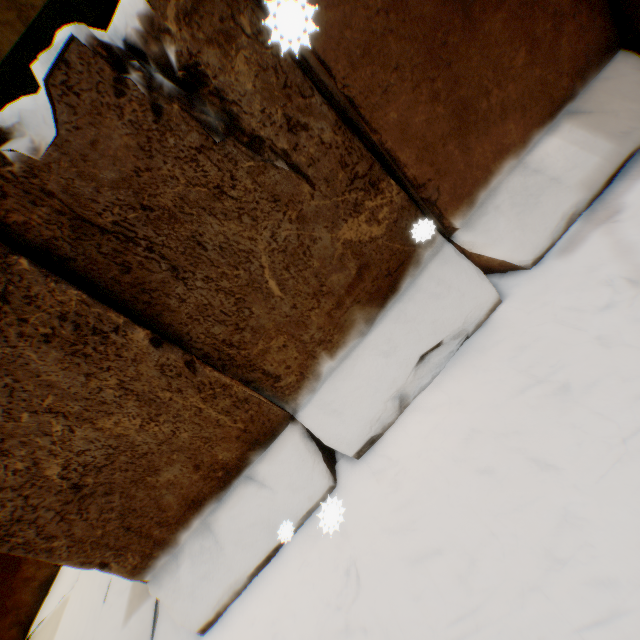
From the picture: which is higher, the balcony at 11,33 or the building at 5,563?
the balcony at 11,33

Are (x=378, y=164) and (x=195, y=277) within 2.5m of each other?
yes

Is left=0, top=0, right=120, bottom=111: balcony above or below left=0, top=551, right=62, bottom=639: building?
above

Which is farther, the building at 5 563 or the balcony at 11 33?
the building at 5 563

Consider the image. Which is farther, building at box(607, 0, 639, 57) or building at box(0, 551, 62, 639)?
building at box(0, 551, 62, 639)

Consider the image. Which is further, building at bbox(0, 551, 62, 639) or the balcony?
building at bbox(0, 551, 62, 639)
